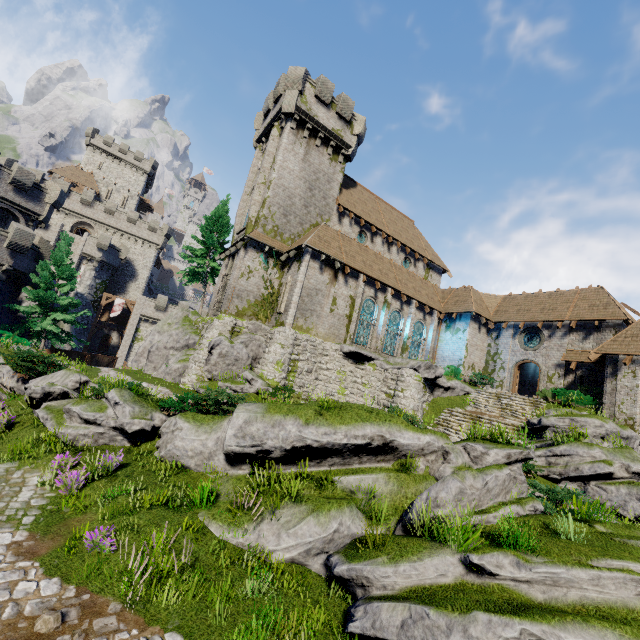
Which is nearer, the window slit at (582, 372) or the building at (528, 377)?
the window slit at (582, 372)

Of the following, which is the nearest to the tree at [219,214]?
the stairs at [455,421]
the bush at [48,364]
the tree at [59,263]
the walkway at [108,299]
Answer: the tree at [59,263]

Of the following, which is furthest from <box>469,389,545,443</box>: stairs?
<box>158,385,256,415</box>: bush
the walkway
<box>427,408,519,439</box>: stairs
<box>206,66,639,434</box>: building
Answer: the walkway

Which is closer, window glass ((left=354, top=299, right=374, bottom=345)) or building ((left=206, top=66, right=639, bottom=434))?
building ((left=206, top=66, right=639, bottom=434))

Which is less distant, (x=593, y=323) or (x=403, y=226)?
(x=593, y=323)

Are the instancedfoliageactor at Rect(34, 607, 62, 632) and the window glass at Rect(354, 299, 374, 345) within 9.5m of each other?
no

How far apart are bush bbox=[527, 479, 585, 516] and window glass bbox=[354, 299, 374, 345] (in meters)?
14.92

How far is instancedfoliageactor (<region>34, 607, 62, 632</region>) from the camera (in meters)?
4.71
